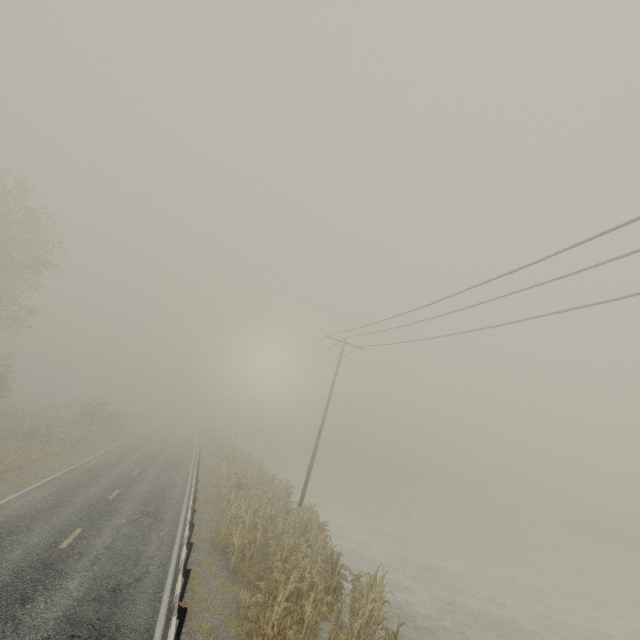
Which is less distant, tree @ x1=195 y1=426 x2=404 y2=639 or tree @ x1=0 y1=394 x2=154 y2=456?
tree @ x1=195 y1=426 x2=404 y2=639

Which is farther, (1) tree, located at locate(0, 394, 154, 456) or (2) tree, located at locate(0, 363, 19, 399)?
(2) tree, located at locate(0, 363, 19, 399)

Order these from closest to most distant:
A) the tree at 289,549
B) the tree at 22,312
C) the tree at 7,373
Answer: the tree at 289,549, the tree at 22,312, the tree at 7,373

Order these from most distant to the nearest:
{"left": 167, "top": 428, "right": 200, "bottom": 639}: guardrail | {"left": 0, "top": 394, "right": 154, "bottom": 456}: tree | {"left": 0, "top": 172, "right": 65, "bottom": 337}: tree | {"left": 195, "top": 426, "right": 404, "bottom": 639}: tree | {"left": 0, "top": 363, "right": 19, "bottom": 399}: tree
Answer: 1. {"left": 0, "top": 363, "right": 19, "bottom": 399}: tree
2. {"left": 0, "top": 394, "right": 154, "bottom": 456}: tree
3. {"left": 0, "top": 172, "right": 65, "bottom": 337}: tree
4. {"left": 195, "top": 426, "right": 404, "bottom": 639}: tree
5. {"left": 167, "top": 428, "right": 200, "bottom": 639}: guardrail

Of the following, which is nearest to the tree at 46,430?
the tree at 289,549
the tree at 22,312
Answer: the tree at 22,312

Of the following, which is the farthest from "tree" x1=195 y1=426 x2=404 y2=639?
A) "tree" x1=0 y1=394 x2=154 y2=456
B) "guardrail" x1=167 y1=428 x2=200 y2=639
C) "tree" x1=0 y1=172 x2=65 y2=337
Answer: "tree" x1=0 y1=394 x2=154 y2=456

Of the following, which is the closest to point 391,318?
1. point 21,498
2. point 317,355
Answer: point 317,355

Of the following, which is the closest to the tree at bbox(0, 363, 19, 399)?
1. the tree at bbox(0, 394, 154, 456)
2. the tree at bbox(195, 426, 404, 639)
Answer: the tree at bbox(0, 394, 154, 456)
